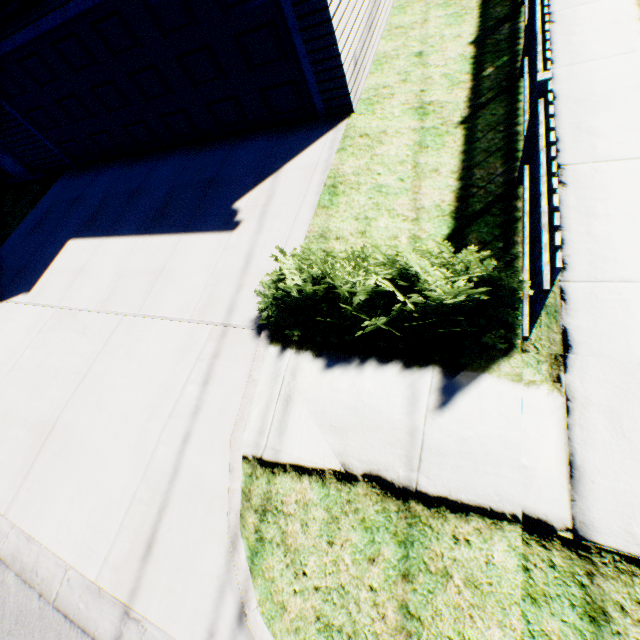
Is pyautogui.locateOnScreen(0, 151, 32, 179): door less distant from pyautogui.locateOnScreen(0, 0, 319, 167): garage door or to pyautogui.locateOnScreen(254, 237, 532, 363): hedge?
pyautogui.locateOnScreen(0, 0, 319, 167): garage door

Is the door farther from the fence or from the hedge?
the fence

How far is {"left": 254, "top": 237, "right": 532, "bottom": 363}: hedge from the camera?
3.1 meters

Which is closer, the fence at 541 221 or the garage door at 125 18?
the fence at 541 221

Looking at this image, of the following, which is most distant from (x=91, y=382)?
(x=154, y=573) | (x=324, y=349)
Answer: (x=324, y=349)

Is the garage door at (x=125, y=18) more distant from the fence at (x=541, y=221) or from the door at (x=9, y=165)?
the fence at (x=541, y=221)

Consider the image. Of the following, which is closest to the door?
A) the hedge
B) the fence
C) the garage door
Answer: the garage door
